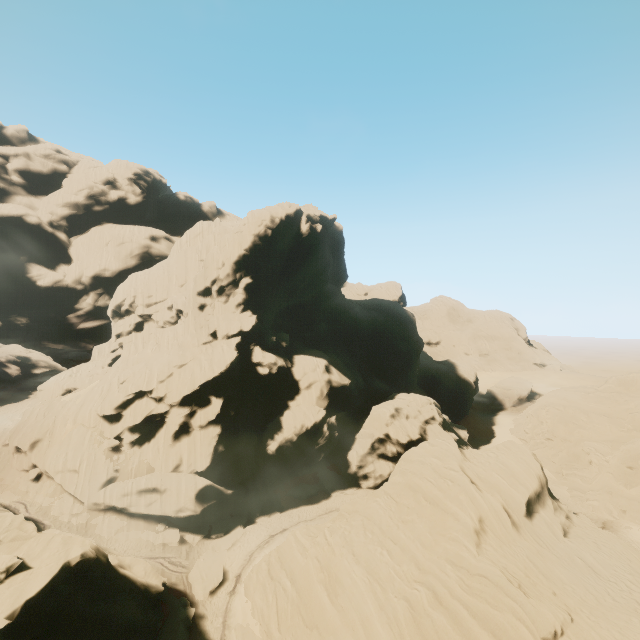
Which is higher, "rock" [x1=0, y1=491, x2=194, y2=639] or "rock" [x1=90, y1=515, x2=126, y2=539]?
"rock" [x1=0, y1=491, x2=194, y2=639]

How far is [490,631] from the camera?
17.03m

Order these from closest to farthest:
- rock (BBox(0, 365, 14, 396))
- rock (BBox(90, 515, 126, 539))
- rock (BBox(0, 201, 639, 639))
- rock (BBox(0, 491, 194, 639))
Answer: rock (BBox(0, 491, 194, 639)) → rock (BBox(0, 201, 639, 639)) → rock (BBox(90, 515, 126, 539)) → rock (BBox(0, 365, 14, 396))

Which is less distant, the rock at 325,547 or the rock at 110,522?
the rock at 325,547

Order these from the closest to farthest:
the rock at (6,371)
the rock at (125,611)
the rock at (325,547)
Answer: the rock at (125,611) → the rock at (325,547) → the rock at (6,371)

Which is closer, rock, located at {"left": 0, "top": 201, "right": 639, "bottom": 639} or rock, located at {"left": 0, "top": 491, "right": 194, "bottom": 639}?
rock, located at {"left": 0, "top": 491, "right": 194, "bottom": 639}
